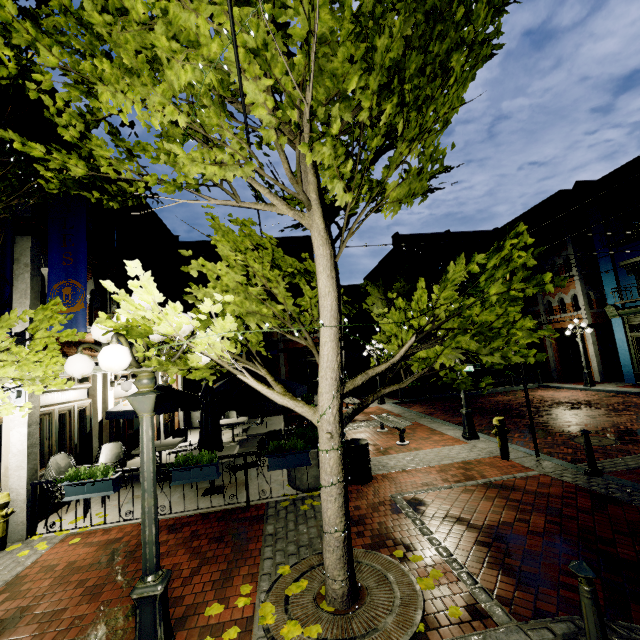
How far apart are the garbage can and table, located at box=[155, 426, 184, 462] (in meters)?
5.05

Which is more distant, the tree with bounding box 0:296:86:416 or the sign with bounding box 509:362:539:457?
the sign with bounding box 509:362:539:457

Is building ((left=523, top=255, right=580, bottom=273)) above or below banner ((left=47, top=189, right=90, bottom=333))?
above

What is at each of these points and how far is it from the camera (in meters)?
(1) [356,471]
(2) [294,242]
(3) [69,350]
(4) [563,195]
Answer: (1) garbage can, 6.93
(2) building, 24.95
(3) building, 7.96
(4) building, 20.45

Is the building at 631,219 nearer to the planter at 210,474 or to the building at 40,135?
the building at 40,135

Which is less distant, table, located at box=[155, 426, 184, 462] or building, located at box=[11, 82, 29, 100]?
building, located at box=[11, 82, 29, 100]

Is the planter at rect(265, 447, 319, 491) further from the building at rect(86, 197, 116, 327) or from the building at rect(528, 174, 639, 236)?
the building at rect(528, 174, 639, 236)

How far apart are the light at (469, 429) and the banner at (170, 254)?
10.5 meters
